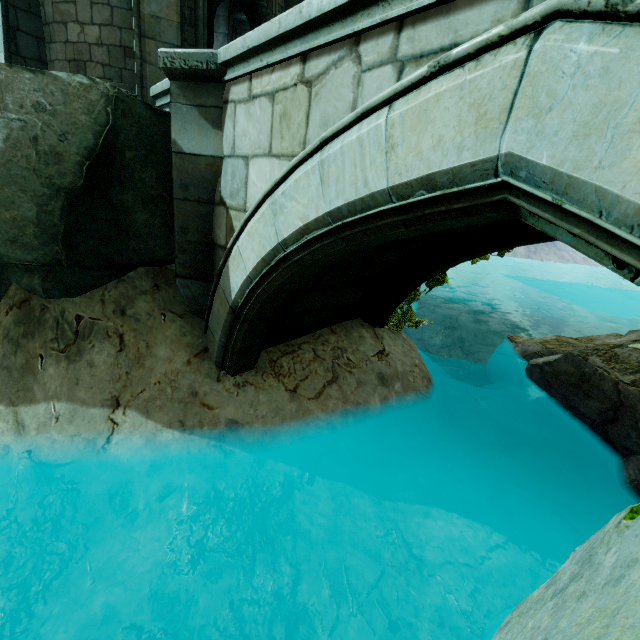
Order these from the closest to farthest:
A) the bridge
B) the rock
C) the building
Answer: the bridge, the rock, the building

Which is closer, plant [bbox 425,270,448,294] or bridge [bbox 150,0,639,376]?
bridge [bbox 150,0,639,376]

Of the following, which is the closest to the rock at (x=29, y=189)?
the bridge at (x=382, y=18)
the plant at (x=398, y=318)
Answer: the bridge at (x=382, y=18)

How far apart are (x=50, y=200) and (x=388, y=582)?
6.86m

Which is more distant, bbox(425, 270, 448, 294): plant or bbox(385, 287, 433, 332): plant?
bbox(385, 287, 433, 332): plant

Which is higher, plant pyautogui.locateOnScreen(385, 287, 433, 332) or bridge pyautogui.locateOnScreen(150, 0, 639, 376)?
bridge pyautogui.locateOnScreen(150, 0, 639, 376)

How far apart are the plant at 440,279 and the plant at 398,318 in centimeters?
30cm

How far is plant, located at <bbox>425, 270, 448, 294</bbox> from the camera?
6.4 meters
